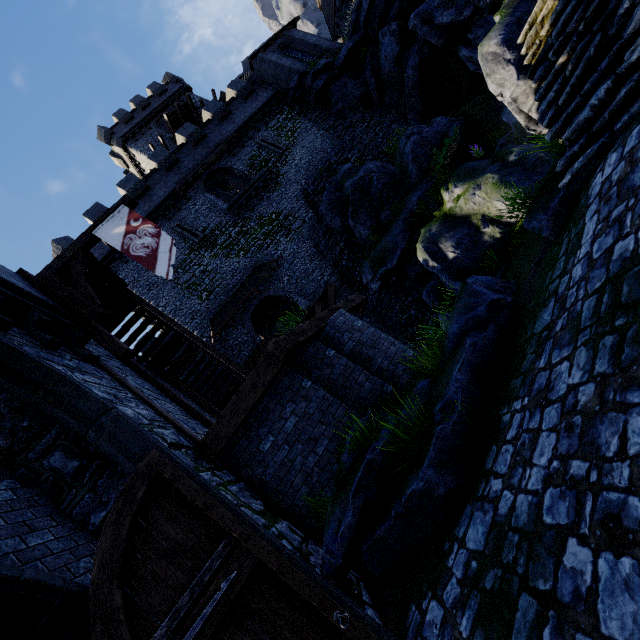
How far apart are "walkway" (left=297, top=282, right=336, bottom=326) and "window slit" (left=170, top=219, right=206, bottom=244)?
9.6 meters

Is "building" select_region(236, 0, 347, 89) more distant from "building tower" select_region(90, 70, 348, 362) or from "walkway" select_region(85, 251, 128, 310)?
"walkway" select_region(85, 251, 128, 310)

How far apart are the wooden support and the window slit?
12.8 meters

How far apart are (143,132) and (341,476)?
40.6m

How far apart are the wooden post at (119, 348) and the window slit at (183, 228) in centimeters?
1325cm

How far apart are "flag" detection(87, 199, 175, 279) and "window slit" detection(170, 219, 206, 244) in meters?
11.9 m

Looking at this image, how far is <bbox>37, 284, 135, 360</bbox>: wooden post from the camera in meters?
7.3

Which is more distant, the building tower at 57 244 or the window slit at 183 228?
the window slit at 183 228
